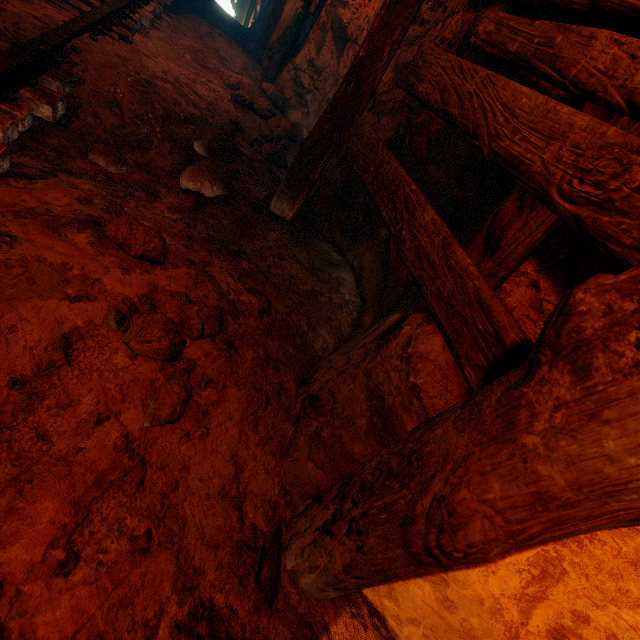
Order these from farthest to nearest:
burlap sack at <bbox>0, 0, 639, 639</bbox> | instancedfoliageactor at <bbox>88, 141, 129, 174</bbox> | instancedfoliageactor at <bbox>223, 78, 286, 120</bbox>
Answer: instancedfoliageactor at <bbox>223, 78, 286, 120</bbox>, instancedfoliageactor at <bbox>88, 141, 129, 174</bbox>, burlap sack at <bbox>0, 0, 639, 639</bbox>

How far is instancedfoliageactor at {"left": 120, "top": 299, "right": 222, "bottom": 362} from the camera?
1.30m

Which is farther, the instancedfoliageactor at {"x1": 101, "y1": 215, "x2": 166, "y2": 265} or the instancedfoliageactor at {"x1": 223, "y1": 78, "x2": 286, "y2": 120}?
the instancedfoliageactor at {"x1": 223, "y1": 78, "x2": 286, "y2": 120}

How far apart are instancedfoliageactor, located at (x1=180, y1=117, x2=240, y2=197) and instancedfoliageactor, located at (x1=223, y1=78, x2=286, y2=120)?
1.1 meters

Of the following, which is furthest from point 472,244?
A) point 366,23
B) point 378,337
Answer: point 366,23

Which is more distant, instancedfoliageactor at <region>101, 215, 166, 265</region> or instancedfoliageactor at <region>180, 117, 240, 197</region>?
instancedfoliageactor at <region>180, 117, 240, 197</region>

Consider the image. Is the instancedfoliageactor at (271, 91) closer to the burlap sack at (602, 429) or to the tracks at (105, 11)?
the burlap sack at (602, 429)

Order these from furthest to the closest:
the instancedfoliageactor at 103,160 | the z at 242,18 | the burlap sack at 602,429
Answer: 1. the z at 242,18
2. the instancedfoliageactor at 103,160
3. the burlap sack at 602,429
